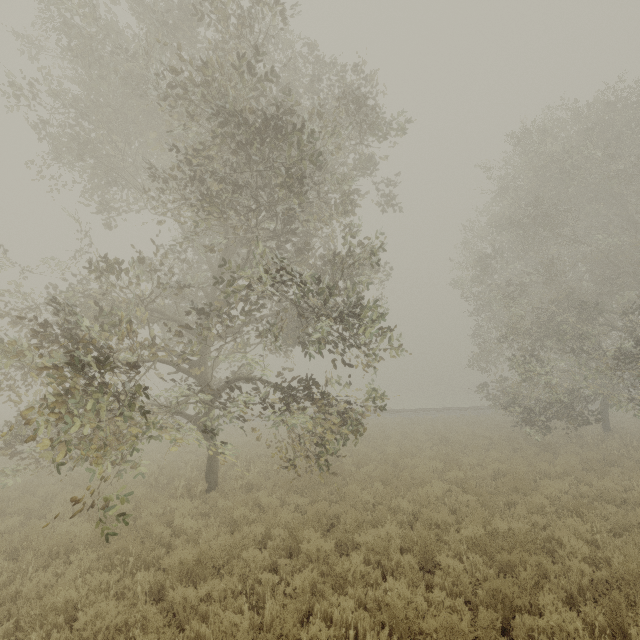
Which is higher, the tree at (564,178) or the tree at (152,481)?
the tree at (564,178)

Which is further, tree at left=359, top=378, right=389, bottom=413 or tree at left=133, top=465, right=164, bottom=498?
tree at left=359, top=378, right=389, bottom=413

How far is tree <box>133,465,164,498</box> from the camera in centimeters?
744cm

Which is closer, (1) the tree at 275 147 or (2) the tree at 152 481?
(1) the tree at 275 147

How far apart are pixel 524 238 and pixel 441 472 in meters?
11.4

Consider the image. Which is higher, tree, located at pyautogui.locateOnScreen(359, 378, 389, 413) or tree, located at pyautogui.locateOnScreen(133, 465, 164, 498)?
tree, located at pyautogui.locateOnScreen(359, 378, 389, 413)
